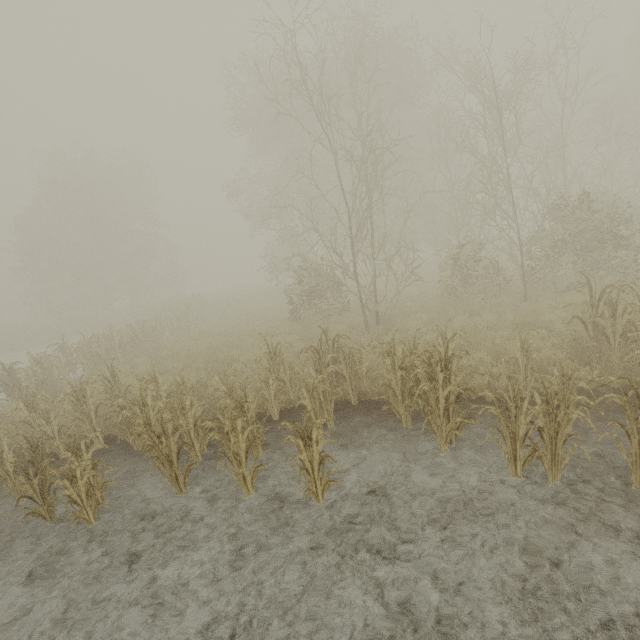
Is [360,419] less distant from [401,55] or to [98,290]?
[401,55]
